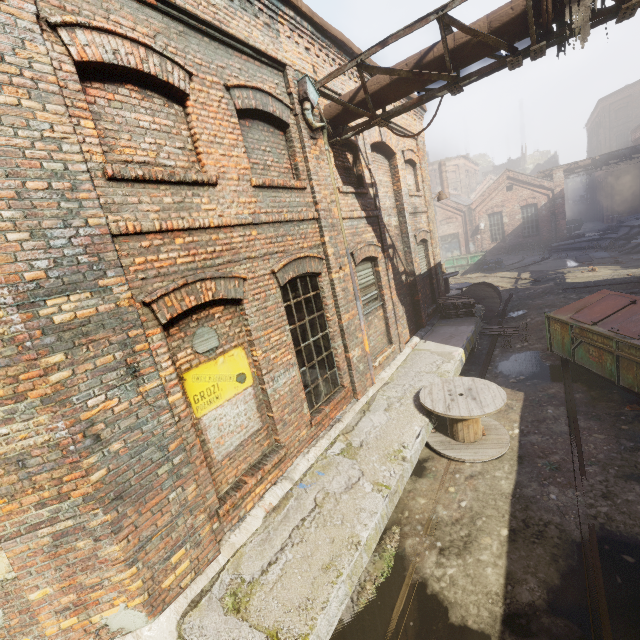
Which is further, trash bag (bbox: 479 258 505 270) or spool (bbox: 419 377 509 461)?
trash bag (bbox: 479 258 505 270)

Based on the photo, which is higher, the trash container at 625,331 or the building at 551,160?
the building at 551,160

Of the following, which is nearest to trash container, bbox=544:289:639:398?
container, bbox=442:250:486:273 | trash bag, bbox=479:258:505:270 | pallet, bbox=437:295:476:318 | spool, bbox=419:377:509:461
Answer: spool, bbox=419:377:509:461

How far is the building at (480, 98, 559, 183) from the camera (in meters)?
51.96

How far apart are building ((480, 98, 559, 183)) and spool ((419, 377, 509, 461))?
61.0m

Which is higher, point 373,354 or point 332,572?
point 373,354

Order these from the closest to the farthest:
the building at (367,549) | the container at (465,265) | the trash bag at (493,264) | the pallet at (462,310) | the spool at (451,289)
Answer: the building at (367,549) → the pallet at (462,310) → the spool at (451,289) → the trash bag at (493,264) → the container at (465,265)

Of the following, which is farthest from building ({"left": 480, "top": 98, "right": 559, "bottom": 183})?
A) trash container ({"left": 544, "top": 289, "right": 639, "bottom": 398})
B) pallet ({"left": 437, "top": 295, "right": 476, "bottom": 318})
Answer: trash container ({"left": 544, "top": 289, "right": 639, "bottom": 398})
